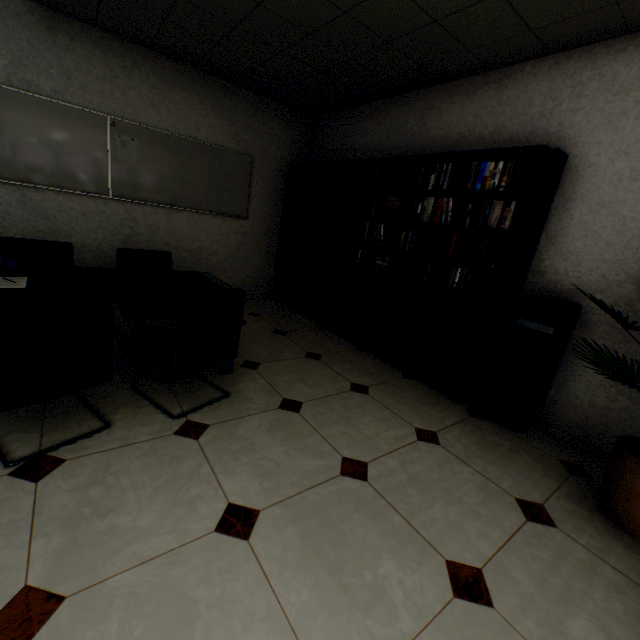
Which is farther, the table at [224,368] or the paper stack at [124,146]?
the paper stack at [124,146]

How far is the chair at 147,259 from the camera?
3.0 meters

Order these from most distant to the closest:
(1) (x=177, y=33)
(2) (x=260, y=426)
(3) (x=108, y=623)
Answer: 1. (1) (x=177, y=33)
2. (2) (x=260, y=426)
3. (3) (x=108, y=623)

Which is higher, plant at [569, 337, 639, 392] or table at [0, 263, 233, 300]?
plant at [569, 337, 639, 392]

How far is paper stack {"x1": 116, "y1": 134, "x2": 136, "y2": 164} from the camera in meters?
3.8 m

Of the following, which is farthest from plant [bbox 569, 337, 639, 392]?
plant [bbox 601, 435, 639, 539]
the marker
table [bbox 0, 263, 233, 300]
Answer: the marker

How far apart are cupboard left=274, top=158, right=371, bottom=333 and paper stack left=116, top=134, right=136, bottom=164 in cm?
214

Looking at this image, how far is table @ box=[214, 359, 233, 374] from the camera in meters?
2.8 m
